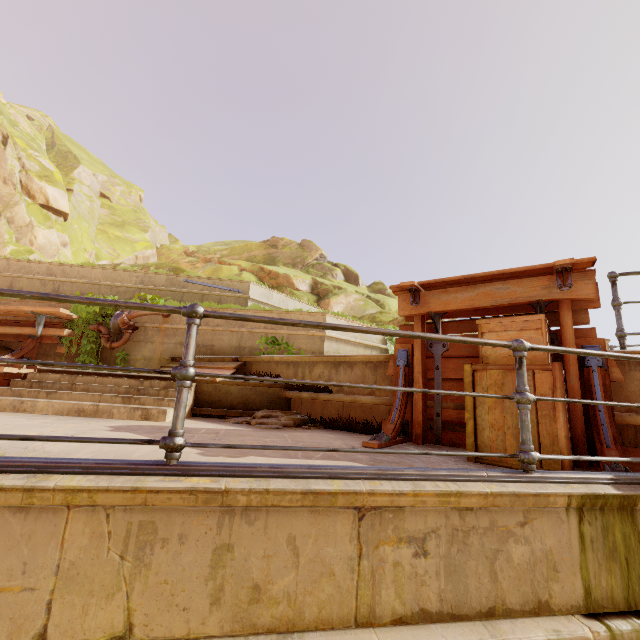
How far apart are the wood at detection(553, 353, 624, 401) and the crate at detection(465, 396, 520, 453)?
0.0m

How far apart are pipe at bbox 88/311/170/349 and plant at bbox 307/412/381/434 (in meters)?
5.45

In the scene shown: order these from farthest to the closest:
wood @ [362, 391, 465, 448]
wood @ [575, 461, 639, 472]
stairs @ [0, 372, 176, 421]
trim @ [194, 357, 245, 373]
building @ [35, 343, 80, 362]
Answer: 1. building @ [35, 343, 80, 362]
2. trim @ [194, 357, 245, 373]
3. stairs @ [0, 372, 176, 421]
4. wood @ [362, 391, 465, 448]
5. wood @ [575, 461, 639, 472]

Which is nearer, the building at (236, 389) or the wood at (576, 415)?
the wood at (576, 415)

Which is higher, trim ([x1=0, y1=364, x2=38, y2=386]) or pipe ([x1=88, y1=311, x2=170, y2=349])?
A: pipe ([x1=88, y1=311, x2=170, y2=349])

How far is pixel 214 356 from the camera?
7.4 meters

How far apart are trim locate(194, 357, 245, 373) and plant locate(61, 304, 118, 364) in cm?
165

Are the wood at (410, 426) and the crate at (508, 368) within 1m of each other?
yes
